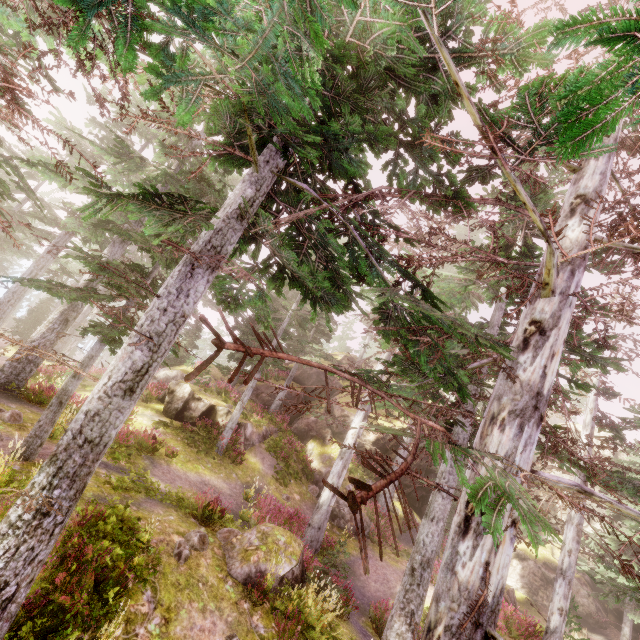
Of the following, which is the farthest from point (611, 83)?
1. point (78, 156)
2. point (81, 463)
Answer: point (78, 156)

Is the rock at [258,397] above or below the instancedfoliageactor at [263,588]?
above

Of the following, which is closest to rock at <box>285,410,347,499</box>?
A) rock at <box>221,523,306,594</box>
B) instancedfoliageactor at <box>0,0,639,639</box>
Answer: instancedfoliageactor at <box>0,0,639,639</box>

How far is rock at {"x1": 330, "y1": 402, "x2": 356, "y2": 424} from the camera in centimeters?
2492cm

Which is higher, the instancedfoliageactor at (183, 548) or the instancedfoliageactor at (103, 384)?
the instancedfoliageactor at (103, 384)

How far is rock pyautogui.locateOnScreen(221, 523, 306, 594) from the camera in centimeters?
848cm

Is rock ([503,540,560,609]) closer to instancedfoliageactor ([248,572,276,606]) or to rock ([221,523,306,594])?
instancedfoliageactor ([248,572,276,606])
